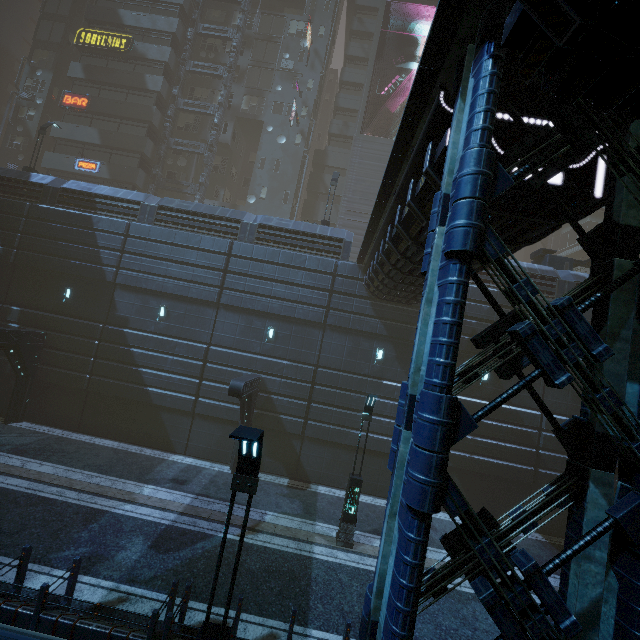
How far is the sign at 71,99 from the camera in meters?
29.3 m

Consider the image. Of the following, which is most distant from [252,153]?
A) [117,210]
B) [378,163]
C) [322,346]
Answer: [322,346]

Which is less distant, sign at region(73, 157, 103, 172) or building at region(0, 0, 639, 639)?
building at region(0, 0, 639, 639)

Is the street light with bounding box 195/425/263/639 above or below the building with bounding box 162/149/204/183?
below

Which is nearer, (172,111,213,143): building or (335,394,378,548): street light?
(335,394,378,548): street light

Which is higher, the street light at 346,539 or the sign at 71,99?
the sign at 71,99

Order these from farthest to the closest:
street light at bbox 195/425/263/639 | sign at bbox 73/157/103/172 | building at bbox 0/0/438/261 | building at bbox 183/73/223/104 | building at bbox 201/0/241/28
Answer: building at bbox 201/0/241/28 < building at bbox 183/73/223/104 < sign at bbox 73/157/103/172 < building at bbox 0/0/438/261 < street light at bbox 195/425/263/639

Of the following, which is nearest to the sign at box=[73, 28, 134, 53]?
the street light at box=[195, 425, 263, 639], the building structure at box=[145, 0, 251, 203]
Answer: the building structure at box=[145, 0, 251, 203]
